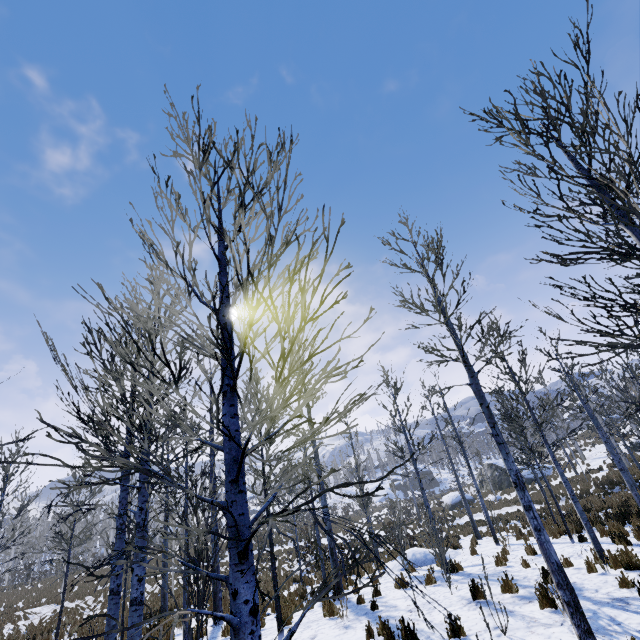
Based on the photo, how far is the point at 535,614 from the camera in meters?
5.9 m

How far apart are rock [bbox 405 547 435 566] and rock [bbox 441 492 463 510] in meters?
23.7 m

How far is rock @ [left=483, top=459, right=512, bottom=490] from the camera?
34.4m

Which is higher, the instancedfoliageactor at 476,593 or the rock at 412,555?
the instancedfoliageactor at 476,593

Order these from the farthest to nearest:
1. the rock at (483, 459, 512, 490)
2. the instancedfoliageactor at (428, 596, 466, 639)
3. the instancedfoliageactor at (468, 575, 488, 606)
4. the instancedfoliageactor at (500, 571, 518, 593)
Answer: the rock at (483, 459, 512, 490) < the instancedfoliageactor at (500, 571, 518, 593) < the instancedfoliageactor at (468, 575, 488, 606) < the instancedfoliageactor at (428, 596, 466, 639)

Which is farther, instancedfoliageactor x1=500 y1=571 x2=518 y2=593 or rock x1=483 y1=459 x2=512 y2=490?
rock x1=483 y1=459 x2=512 y2=490

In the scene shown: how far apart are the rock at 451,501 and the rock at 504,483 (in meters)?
3.99

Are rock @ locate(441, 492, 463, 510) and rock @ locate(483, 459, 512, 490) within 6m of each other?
yes
